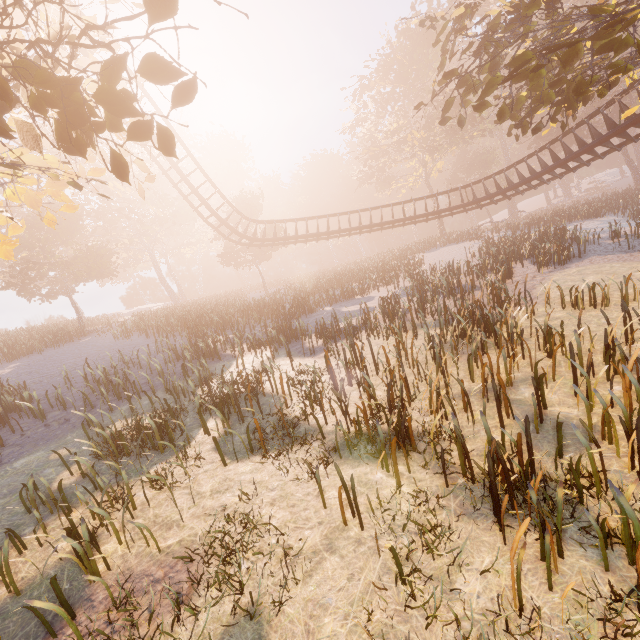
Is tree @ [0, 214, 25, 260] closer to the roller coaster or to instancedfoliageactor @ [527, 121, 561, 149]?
the roller coaster

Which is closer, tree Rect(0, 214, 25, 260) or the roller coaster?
tree Rect(0, 214, 25, 260)

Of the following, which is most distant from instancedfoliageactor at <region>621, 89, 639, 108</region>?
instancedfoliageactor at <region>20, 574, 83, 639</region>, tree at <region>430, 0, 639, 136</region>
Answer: instancedfoliageactor at <region>20, 574, 83, 639</region>

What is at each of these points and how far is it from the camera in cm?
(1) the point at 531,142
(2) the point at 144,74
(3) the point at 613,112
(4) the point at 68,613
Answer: (1) instancedfoliageactor, 4544
(2) tree, 326
(3) instancedfoliageactor, 3781
(4) instancedfoliageactor, 448

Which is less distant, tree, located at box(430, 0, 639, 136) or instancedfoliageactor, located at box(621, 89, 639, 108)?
tree, located at box(430, 0, 639, 136)

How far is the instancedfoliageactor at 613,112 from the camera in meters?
14.4

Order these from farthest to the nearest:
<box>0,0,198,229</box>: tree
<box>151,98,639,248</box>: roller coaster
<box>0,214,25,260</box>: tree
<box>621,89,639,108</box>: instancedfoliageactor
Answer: <box>621,89,639,108</box>: instancedfoliageactor < <box>151,98,639,248</box>: roller coaster < <box>0,214,25,260</box>: tree < <box>0,0,198,229</box>: tree
